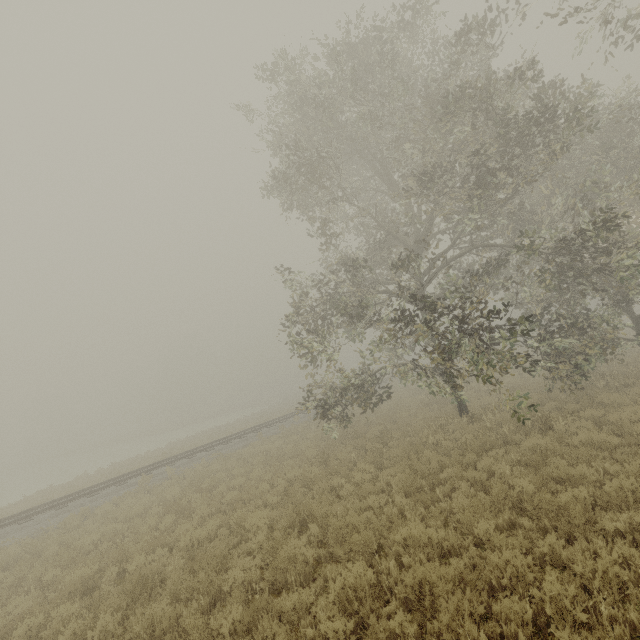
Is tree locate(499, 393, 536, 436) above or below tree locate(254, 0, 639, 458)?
below

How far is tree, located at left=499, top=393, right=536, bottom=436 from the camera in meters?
8.0 m

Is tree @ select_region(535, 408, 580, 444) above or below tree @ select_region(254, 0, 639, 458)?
below

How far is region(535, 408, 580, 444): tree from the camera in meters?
8.8

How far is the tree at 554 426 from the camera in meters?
8.8 m

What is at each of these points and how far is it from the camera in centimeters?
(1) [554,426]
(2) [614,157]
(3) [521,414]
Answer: (1) tree, 935cm
(2) tree, 1136cm
(3) tree, 798cm

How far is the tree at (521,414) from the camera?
8.0 meters

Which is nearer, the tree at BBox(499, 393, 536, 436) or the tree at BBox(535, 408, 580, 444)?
the tree at BBox(499, 393, 536, 436)
